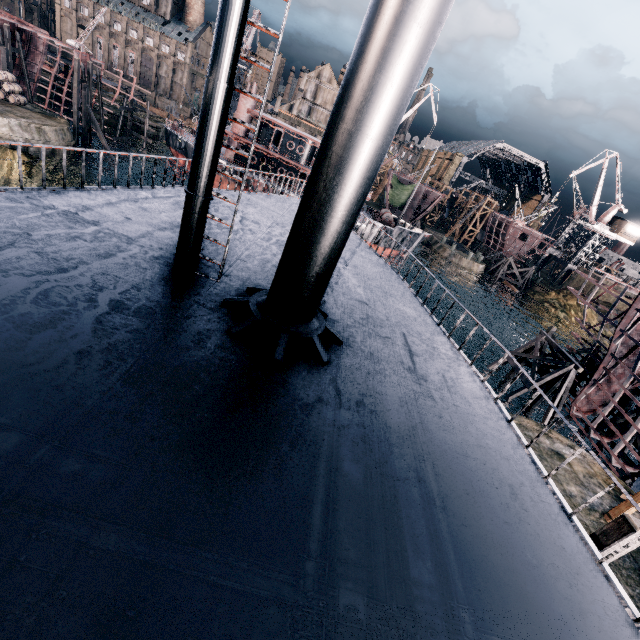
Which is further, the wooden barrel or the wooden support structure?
the wooden barrel

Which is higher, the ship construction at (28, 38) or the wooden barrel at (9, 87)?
the ship construction at (28, 38)

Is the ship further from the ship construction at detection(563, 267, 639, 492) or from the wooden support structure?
the wooden support structure

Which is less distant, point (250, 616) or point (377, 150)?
point (250, 616)

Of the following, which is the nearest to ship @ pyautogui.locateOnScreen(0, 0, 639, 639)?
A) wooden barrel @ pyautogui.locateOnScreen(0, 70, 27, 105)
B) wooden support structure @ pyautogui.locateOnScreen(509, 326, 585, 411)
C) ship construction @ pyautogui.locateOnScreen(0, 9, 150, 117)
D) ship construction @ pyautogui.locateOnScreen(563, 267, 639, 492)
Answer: ship construction @ pyautogui.locateOnScreen(563, 267, 639, 492)

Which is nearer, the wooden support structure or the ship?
the ship

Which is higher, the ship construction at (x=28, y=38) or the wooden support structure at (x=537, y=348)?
the ship construction at (x=28, y=38)

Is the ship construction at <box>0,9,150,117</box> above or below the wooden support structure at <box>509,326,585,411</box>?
above
